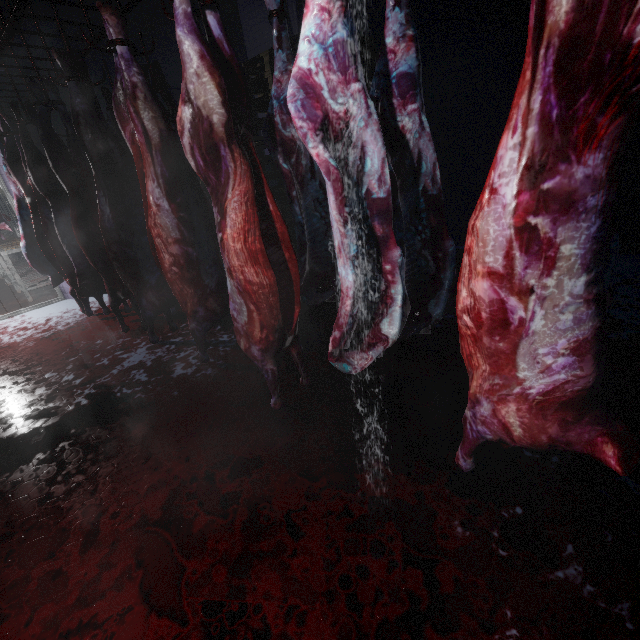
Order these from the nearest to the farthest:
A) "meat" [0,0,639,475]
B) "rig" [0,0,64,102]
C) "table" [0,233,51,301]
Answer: "meat" [0,0,639,475] < "rig" [0,0,64,102] < "table" [0,233,51,301]

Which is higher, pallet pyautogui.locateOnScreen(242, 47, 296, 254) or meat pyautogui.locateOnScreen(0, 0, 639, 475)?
pallet pyautogui.locateOnScreen(242, 47, 296, 254)

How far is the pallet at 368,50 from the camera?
3.5m

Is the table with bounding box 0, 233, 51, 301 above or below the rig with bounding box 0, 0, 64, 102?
below

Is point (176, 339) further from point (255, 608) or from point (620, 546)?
point (620, 546)

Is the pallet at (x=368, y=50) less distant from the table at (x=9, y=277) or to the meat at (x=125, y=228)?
the meat at (x=125, y=228)

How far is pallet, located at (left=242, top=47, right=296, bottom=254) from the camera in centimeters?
366cm

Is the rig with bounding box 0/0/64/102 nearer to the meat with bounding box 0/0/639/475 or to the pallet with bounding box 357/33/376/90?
the meat with bounding box 0/0/639/475
